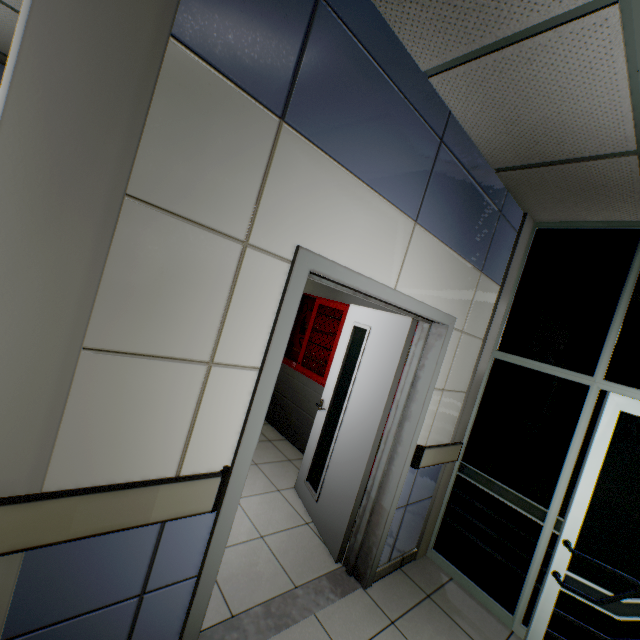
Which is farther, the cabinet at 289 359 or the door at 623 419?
the cabinet at 289 359

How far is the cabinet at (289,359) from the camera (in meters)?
3.91

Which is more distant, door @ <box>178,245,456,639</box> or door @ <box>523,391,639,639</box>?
door @ <box>523,391,639,639</box>

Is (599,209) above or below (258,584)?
above

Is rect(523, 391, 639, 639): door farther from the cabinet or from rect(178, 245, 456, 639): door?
the cabinet

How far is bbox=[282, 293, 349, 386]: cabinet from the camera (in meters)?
3.91

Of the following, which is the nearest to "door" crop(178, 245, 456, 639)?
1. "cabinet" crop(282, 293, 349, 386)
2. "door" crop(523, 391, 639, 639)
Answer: Result: "cabinet" crop(282, 293, 349, 386)
